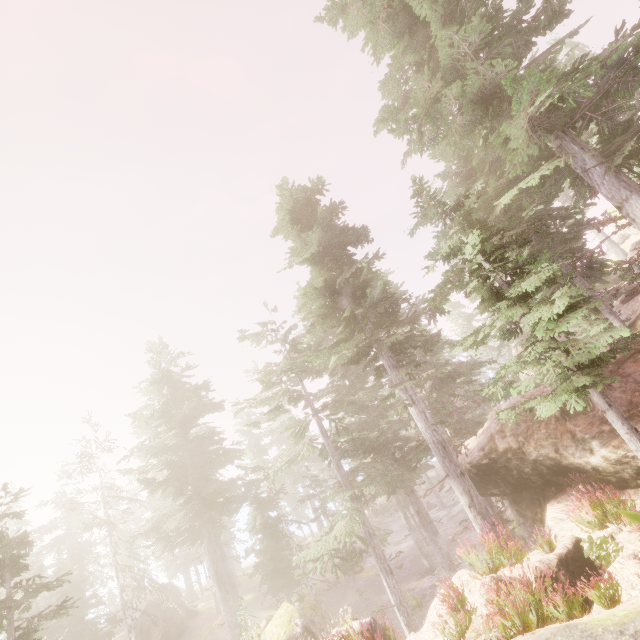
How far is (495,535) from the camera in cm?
1117

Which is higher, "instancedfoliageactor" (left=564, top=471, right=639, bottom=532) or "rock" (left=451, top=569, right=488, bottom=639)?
"instancedfoliageactor" (left=564, top=471, right=639, bottom=532)

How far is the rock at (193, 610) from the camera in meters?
32.6 m

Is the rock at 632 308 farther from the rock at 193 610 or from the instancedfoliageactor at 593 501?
the rock at 193 610

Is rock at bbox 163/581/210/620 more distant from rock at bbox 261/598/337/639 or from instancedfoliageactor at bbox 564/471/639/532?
rock at bbox 261/598/337/639

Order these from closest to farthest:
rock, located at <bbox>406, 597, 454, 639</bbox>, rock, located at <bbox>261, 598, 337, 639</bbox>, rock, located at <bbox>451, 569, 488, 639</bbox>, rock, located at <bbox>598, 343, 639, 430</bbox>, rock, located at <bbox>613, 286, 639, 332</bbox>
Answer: rock, located at <bbox>451, 569, 488, 639</bbox> → rock, located at <bbox>406, 597, 454, 639</bbox> → rock, located at <bbox>598, 343, 639, 430</bbox> → rock, located at <bbox>613, 286, 639, 332</bbox> → rock, located at <bbox>261, 598, 337, 639</bbox>

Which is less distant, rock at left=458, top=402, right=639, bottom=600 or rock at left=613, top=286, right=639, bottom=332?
rock at left=458, top=402, right=639, bottom=600

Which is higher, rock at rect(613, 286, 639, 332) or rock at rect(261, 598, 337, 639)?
rock at rect(613, 286, 639, 332)
